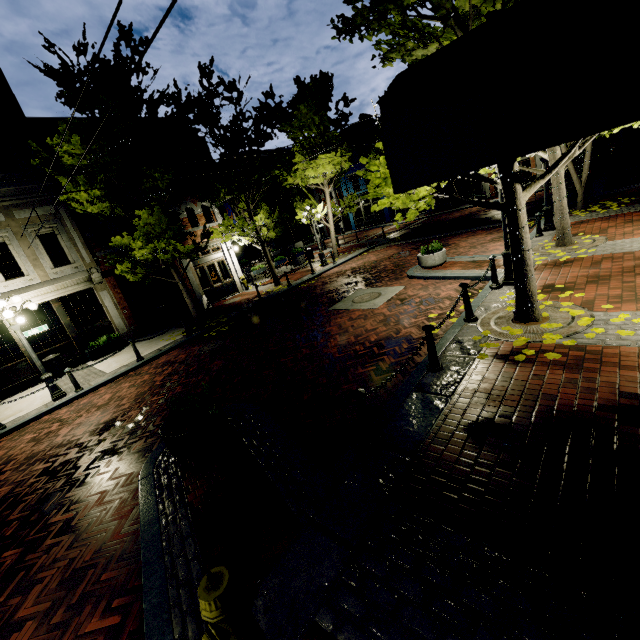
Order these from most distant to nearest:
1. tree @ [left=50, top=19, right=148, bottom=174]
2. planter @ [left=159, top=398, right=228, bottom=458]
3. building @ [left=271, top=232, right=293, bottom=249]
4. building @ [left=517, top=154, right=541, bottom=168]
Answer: building @ [left=271, top=232, right=293, bottom=249] < building @ [left=517, top=154, right=541, bottom=168] < tree @ [left=50, top=19, right=148, bottom=174] < planter @ [left=159, top=398, right=228, bottom=458]

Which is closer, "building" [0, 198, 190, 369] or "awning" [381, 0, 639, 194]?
"awning" [381, 0, 639, 194]

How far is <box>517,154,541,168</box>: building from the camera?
26.7m

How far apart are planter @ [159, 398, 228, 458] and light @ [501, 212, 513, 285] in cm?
724

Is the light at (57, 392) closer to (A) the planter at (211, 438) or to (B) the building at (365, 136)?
(A) the planter at (211, 438)

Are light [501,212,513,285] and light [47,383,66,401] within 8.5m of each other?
no

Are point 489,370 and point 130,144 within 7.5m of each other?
no

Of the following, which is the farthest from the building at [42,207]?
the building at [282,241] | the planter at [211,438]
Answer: the planter at [211,438]
